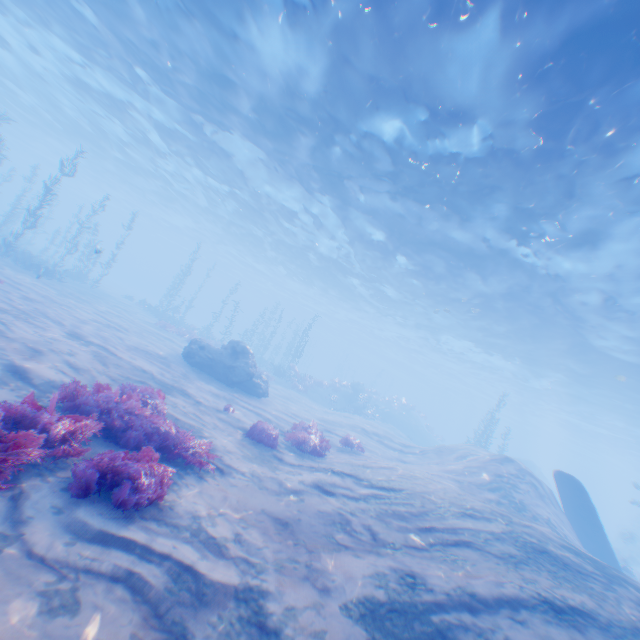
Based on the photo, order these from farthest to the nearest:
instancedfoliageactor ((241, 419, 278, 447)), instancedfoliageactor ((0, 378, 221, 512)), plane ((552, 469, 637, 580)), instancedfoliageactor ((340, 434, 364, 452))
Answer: plane ((552, 469, 637, 580)) → instancedfoliageactor ((340, 434, 364, 452)) → instancedfoliageactor ((241, 419, 278, 447)) → instancedfoliageactor ((0, 378, 221, 512))

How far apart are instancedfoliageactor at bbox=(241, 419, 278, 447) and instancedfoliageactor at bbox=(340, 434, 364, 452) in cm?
418

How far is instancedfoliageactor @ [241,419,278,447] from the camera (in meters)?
9.98

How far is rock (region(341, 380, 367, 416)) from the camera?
31.2 meters

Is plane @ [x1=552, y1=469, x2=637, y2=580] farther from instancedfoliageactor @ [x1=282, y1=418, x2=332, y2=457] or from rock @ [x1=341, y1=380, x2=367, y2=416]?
rock @ [x1=341, y1=380, x2=367, y2=416]

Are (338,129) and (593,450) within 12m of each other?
no

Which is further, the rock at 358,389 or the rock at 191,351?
the rock at 358,389

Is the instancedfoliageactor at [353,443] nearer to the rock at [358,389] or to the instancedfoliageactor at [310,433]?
the instancedfoliageactor at [310,433]
